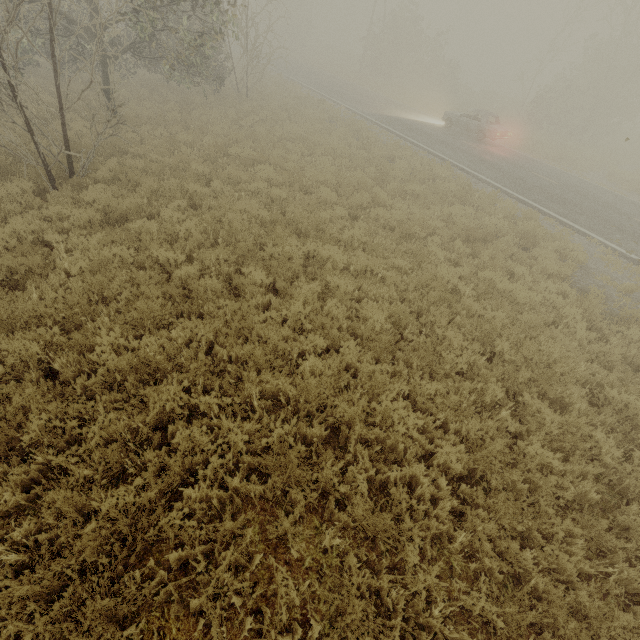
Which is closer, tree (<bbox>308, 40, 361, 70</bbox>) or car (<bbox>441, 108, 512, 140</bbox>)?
car (<bbox>441, 108, 512, 140</bbox>)

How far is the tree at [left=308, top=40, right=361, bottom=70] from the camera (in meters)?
45.67

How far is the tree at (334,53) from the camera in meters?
45.7 m

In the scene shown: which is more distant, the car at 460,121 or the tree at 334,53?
the tree at 334,53

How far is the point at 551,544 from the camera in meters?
4.0

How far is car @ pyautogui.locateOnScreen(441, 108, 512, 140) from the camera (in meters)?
19.11
